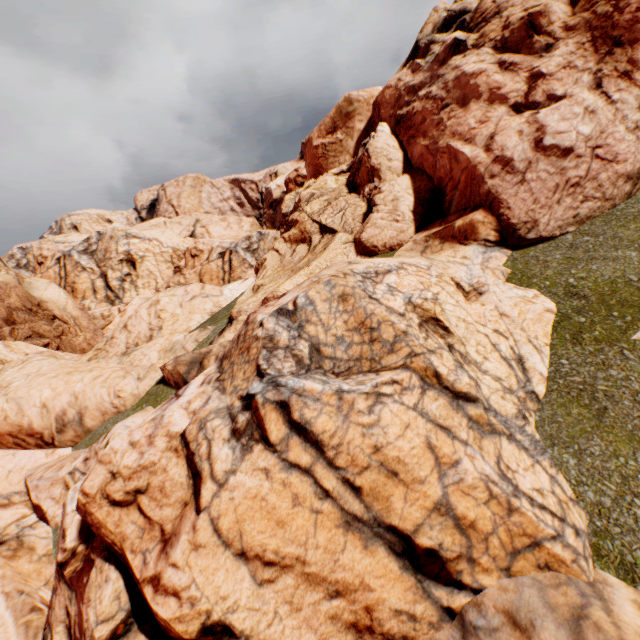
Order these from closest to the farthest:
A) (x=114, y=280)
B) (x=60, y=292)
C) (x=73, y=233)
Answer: (x=60, y=292) → (x=114, y=280) → (x=73, y=233)
